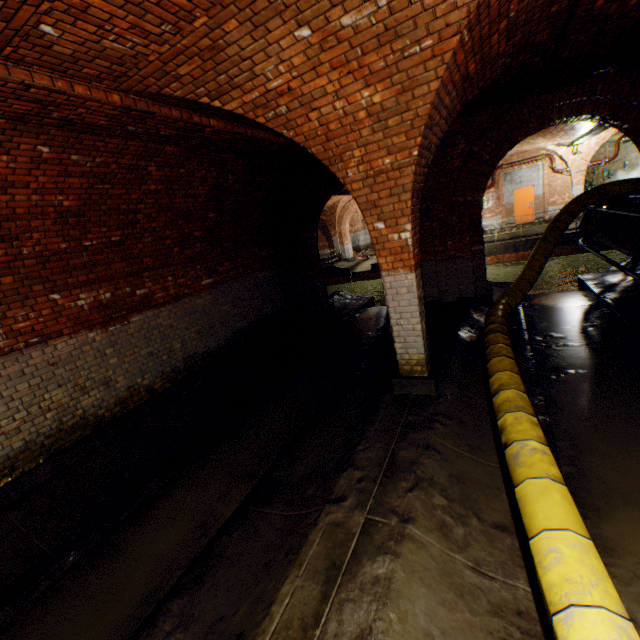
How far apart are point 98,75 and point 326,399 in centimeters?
540cm

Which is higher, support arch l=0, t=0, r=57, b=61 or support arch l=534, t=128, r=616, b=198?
support arch l=0, t=0, r=57, b=61

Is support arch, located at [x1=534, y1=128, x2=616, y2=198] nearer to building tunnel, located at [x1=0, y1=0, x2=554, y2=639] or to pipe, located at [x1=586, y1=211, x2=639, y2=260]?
pipe, located at [x1=586, y1=211, x2=639, y2=260]

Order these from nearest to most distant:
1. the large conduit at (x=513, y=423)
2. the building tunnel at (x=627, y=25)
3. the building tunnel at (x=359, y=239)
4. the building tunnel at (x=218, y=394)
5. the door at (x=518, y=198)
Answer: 1. the large conduit at (x=513, y=423)
2. the building tunnel at (x=218, y=394)
3. the building tunnel at (x=627, y=25)
4. the door at (x=518, y=198)
5. the building tunnel at (x=359, y=239)

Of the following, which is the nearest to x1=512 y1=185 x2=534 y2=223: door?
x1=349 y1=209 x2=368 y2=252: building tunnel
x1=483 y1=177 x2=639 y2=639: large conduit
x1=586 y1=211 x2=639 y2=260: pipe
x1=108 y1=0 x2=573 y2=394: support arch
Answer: x1=349 y1=209 x2=368 y2=252: building tunnel

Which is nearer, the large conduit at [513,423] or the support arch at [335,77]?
the large conduit at [513,423]

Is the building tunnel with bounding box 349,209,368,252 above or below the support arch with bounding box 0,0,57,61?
below

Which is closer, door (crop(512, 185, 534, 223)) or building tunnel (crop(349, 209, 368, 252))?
door (crop(512, 185, 534, 223))
